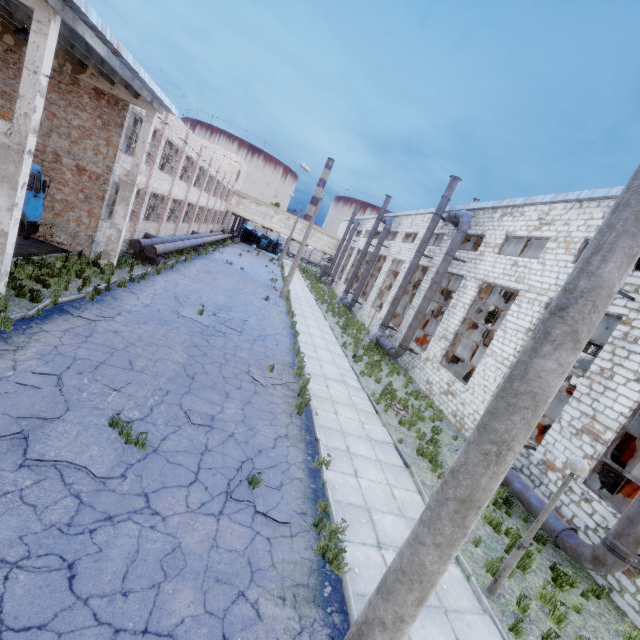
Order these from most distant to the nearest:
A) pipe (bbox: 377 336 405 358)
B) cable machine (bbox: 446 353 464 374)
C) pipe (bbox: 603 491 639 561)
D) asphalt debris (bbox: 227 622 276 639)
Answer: cable machine (bbox: 446 353 464 374) < pipe (bbox: 377 336 405 358) < pipe (bbox: 603 491 639 561) < asphalt debris (bbox: 227 622 276 639)

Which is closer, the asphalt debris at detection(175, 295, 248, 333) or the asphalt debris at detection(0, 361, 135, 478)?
the asphalt debris at detection(0, 361, 135, 478)

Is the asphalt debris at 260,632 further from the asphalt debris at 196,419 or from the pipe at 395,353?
the pipe at 395,353

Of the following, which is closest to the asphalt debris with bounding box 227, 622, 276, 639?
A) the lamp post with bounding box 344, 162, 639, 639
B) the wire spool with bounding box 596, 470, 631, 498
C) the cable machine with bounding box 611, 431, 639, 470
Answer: the lamp post with bounding box 344, 162, 639, 639

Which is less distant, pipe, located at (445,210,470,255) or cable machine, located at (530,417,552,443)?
cable machine, located at (530,417,552,443)

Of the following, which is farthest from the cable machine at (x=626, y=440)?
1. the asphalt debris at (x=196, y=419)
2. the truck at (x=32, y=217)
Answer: the truck at (x=32, y=217)

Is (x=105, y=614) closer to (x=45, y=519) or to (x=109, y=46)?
(x=45, y=519)

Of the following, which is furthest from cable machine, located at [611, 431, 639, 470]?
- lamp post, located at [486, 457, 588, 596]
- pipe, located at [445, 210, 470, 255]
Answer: lamp post, located at [486, 457, 588, 596]
